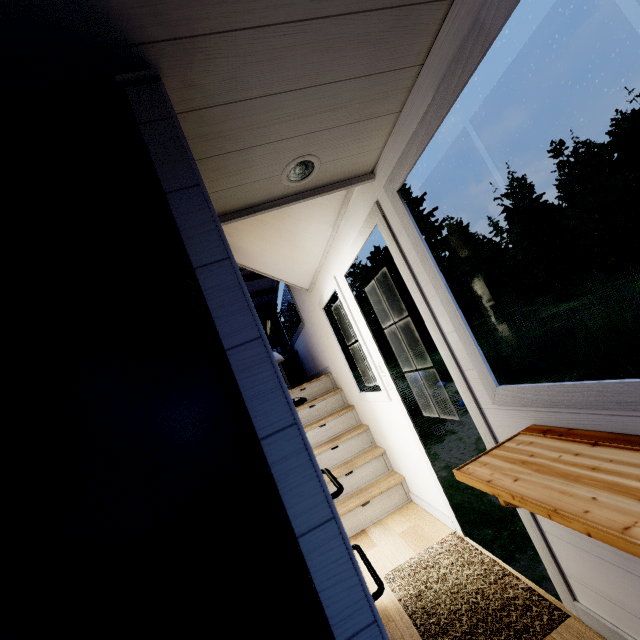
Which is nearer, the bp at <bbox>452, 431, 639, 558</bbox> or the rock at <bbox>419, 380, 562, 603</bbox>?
the bp at <bbox>452, 431, 639, 558</bbox>

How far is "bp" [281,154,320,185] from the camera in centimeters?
151cm

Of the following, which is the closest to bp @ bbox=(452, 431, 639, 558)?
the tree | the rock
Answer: the tree

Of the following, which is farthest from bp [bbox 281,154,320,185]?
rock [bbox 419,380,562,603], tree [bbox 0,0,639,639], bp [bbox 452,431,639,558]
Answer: rock [bbox 419,380,562,603]

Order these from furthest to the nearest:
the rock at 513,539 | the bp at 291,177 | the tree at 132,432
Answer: the rock at 513,539 → the bp at 291,177 → the tree at 132,432

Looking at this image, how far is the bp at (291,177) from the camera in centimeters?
151cm

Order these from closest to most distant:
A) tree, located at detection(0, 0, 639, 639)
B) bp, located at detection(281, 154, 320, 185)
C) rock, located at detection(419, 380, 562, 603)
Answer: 1. tree, located at detection(0, 0, 639, 639)
2. bp, located at detection(281, 154, 320, 185)
3. rock, located at detection(419, 380, 562, 603)

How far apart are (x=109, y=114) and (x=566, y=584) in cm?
278
